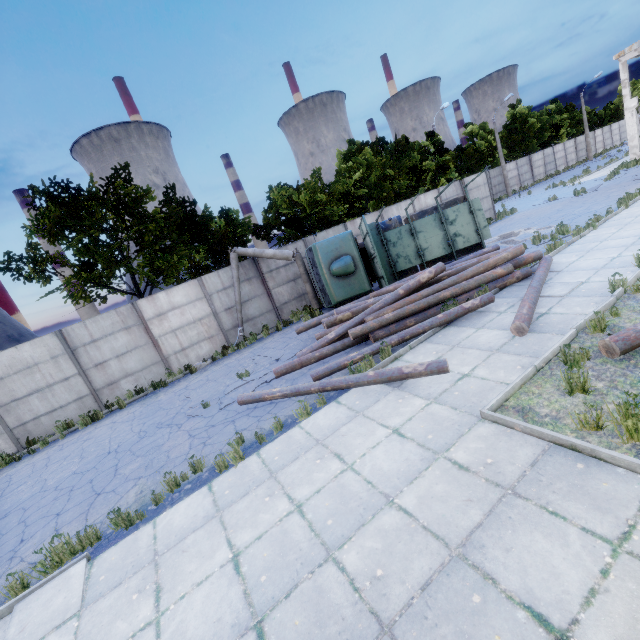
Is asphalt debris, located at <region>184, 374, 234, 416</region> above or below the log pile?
below

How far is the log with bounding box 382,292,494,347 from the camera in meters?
8.6 m

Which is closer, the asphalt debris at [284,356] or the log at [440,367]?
the log at [440,367]

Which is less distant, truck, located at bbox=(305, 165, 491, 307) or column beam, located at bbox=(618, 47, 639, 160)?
truck, located at bbox=(305, 165, 491, 307)

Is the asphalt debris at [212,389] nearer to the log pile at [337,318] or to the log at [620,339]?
the log pile at [337,318]

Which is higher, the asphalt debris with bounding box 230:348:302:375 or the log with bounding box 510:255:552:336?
the log with bounding box 510:255:552:336

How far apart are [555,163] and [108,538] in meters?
59.0

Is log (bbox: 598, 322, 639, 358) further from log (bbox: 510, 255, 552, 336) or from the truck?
the truck
